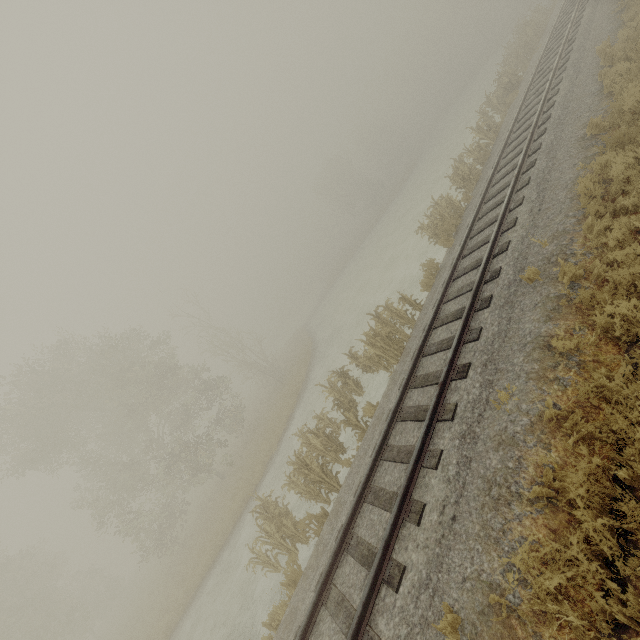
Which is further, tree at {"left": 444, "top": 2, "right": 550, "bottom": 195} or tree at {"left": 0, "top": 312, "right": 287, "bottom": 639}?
tree at {"left": 0, "top": 312, "right": 287, "bottom": 639}

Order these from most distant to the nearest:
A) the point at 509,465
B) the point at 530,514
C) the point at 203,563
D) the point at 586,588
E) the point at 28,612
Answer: the point at 28,612, the point at 203,563, the point at 509,465, the point at 530,514, the point at 586,588

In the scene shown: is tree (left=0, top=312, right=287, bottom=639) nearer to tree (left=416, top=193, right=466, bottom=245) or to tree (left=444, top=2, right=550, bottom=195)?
tree (left=416, top=193, right=466, bottom=245)

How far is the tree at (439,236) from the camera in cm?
1371

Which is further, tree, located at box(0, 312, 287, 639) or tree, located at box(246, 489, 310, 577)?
tree, located at box(0, 312, 287, 639)

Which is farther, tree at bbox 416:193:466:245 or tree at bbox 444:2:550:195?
tree at bbox 444:2:550:195

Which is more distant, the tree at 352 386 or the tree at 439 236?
the tree at 439 236

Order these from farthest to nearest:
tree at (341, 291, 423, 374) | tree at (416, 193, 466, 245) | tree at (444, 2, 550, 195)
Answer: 1. tree at (444, 2, 550, 195)
2. tree at (416, 193, 466, 245)
3. tree at (341, 291, 423, 374)
